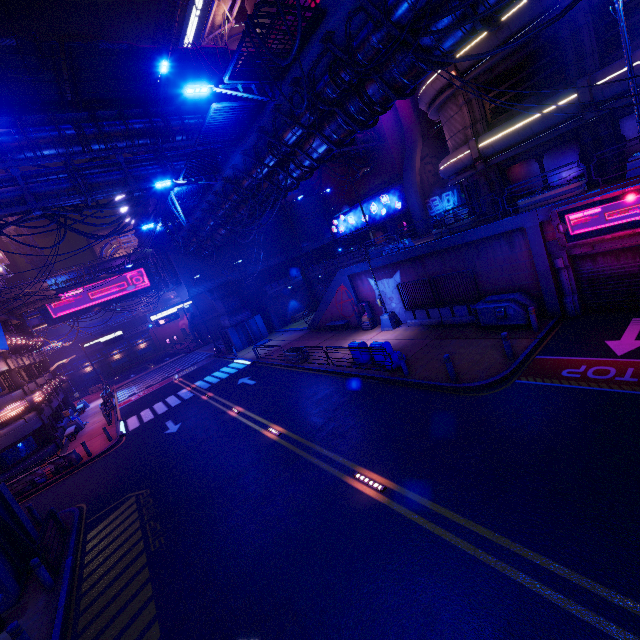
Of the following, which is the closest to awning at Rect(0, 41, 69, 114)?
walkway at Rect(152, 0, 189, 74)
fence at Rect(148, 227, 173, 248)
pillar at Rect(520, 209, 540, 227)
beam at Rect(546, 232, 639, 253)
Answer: fence at Rect(148, 227, 173, 248)

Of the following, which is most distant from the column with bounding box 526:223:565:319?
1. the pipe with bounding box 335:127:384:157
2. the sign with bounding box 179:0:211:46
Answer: the sign with bounding box 179:0:211:46

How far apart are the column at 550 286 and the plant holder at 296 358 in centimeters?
1344cm

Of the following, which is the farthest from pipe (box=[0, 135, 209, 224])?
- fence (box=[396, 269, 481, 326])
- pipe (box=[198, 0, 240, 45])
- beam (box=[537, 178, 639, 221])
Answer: pipe (box=[198, 0, 240, 45])

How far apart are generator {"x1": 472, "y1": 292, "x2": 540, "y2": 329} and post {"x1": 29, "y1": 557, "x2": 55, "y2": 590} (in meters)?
18.47

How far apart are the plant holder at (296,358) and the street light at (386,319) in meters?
5.1

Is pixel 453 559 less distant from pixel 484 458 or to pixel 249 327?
pixel 484 458

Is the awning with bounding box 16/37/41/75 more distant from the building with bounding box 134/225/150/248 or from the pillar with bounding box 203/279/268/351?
the building with bounding box 134/225/150/248
